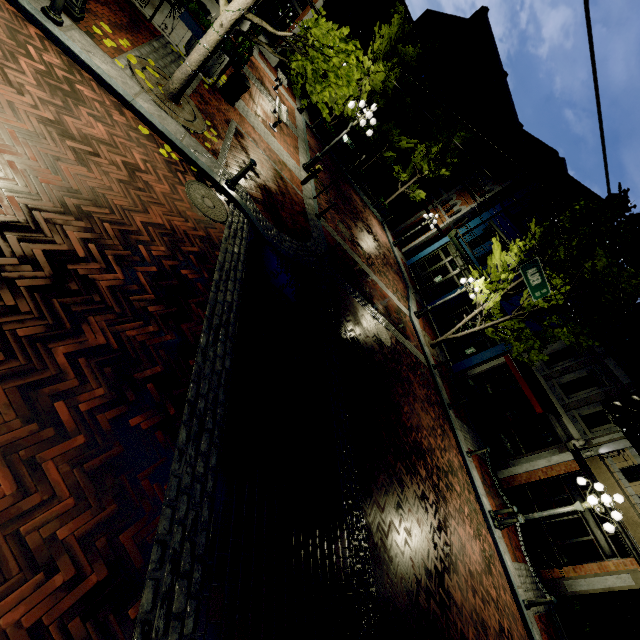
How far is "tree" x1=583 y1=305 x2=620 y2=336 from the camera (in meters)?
13.54

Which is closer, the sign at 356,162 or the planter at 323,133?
the sign at 356,162

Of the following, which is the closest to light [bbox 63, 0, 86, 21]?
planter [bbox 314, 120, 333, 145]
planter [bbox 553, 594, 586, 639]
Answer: planter [bbox 314, 120, 333, 145]

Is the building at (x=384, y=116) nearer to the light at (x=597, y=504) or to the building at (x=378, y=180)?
the building at (x=378, y=180)

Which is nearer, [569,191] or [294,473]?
[294,473]

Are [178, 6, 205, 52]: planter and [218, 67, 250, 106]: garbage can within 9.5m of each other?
yes

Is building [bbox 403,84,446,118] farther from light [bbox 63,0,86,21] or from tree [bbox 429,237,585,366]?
light [bbox 63,0,86,21]

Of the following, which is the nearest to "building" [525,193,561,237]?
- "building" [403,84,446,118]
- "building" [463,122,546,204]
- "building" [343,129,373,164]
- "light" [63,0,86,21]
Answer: "building" [463,122,546,204]
